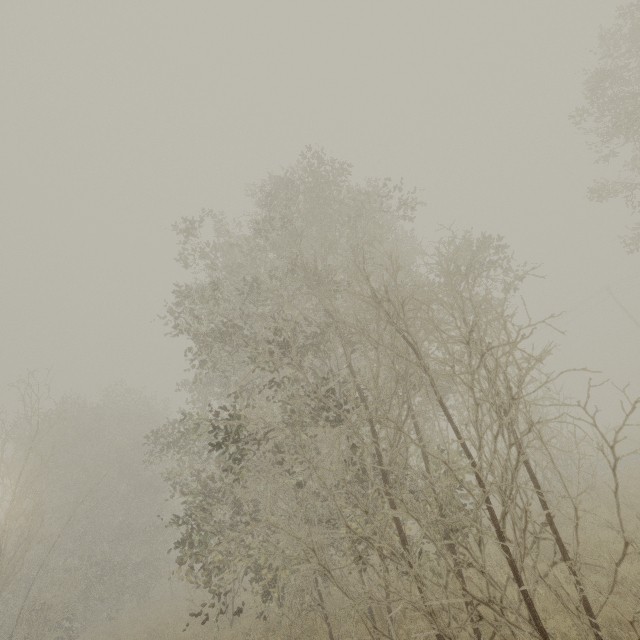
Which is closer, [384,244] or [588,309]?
[384,244]
